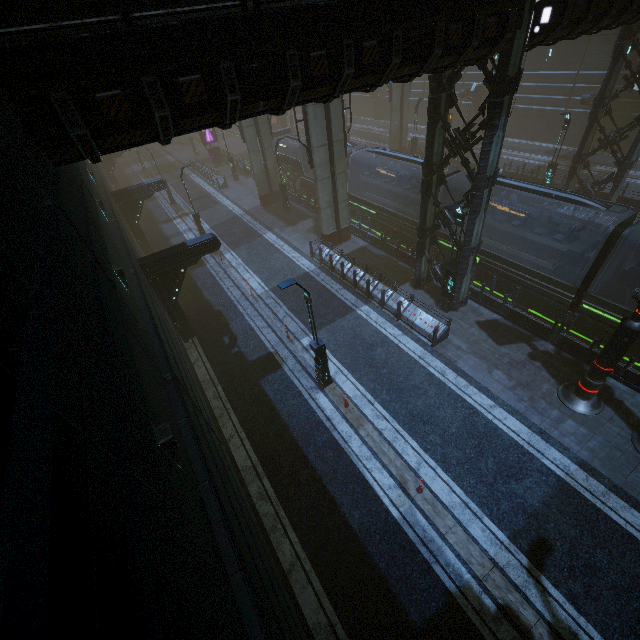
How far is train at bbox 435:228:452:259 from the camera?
18.1 meters

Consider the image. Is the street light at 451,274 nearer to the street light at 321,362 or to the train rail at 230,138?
the train rail at 230,138

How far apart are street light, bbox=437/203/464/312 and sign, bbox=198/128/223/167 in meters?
36.6 m

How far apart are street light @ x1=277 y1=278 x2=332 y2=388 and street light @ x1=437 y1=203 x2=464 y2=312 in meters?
6.6

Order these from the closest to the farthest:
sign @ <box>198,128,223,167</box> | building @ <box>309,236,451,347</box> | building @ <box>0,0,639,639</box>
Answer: building @ <box>0,0,639,639</box> < building @ <box>309,236,451,347</box> < sign @ <box>198,128,223,167</box>

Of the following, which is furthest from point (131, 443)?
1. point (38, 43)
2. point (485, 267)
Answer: point (485, 267)

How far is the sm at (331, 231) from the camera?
17.31m

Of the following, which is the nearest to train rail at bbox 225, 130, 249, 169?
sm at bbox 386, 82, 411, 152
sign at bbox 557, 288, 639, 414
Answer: sm at bbox 386, 82, 411, 152
